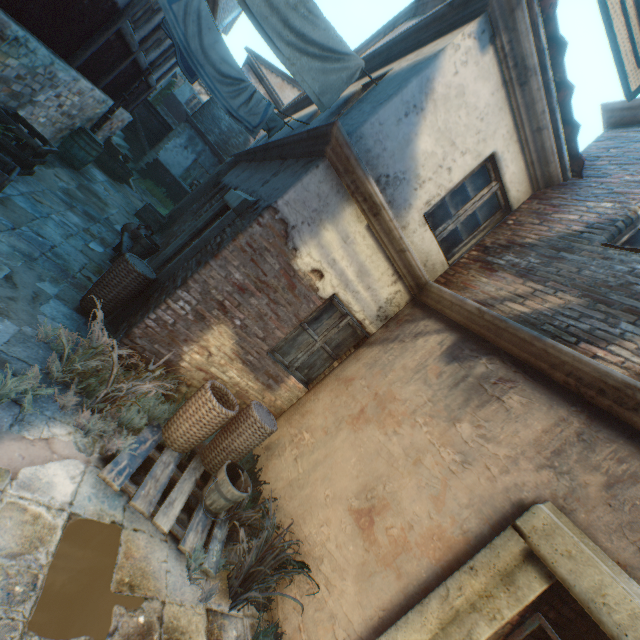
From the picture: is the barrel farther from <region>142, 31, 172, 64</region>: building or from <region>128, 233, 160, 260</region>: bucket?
<region>128, 233, 160, 260</region>: bucket

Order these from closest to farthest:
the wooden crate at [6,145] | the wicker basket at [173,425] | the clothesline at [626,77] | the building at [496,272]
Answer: the clothesline at [626,77] → the building at [496,272] → the wicker basket at [173,425] → the wooden crate at [6,145]

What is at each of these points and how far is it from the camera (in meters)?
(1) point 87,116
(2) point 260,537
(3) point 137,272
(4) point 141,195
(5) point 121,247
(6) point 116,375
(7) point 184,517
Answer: (1) building, 8.72
(2) plants, 3.68
(3) wicker basket, 4.26
(4) ground stones, 13.48
(5) table, 6.23
(6) plants, 3.47
(7) ground stones, 3.30

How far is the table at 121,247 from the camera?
6.22m

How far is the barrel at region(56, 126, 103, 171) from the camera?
8.27m

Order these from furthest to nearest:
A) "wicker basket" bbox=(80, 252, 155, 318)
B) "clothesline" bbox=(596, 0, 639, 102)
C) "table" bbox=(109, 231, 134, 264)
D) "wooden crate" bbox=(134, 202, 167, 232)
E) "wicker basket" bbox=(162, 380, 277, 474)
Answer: "wooden crate" bbox=(134, 202, 167, 232) < "table" bbox=(109, 231, 134, 264) < "wicker basket" bbox=(80, 252, 155, 318) < "wicker basket" bbox=(162, 380, 277, 474) < "clothesline" bbox=(596, 0, 639, 102)

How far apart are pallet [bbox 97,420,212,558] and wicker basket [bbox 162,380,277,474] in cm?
2

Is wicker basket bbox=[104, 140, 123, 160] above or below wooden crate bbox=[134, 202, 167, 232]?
above
